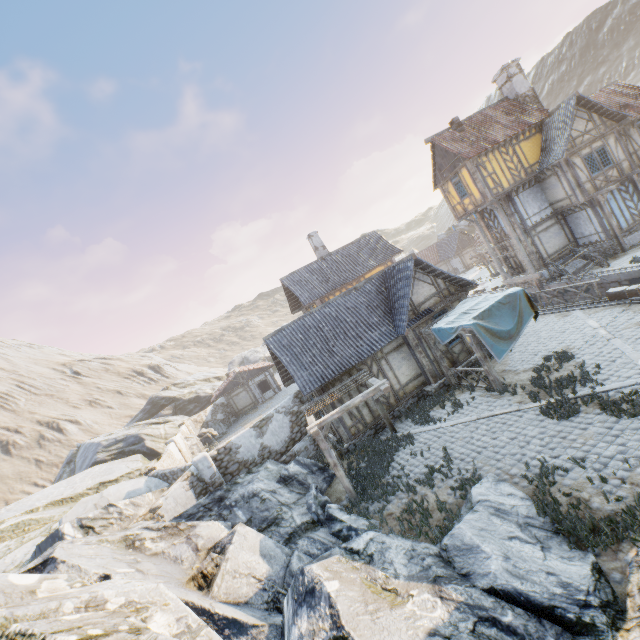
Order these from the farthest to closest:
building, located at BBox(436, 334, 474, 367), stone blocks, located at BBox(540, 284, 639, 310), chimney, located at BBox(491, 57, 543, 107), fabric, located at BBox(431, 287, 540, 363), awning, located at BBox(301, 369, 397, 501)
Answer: chimney, located at BBox(491, 57, 543, 107) → building, located at BBox(436, 334, 474, 367) → stone blocks, located at BBox(540, 284, 639, 310) → fabric, located at BBox(431, 287, 540, 363) → awning, located at BBox(301, 369, 397, 501)

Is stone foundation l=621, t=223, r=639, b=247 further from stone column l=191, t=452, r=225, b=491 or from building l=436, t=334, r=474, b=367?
stone column l=191, t=452, r=225, b=491

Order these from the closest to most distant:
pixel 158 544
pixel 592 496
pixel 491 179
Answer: pixel 592 496, pixel 158 544, pixel 491 179

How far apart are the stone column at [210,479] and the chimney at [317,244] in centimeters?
1849cm

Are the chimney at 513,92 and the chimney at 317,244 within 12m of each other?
no

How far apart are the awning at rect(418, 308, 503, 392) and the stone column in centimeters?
1119cm

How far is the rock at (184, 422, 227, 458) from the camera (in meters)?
27.30

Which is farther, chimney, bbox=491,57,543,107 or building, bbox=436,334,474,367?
chimney, bbox=491,57,543,107
